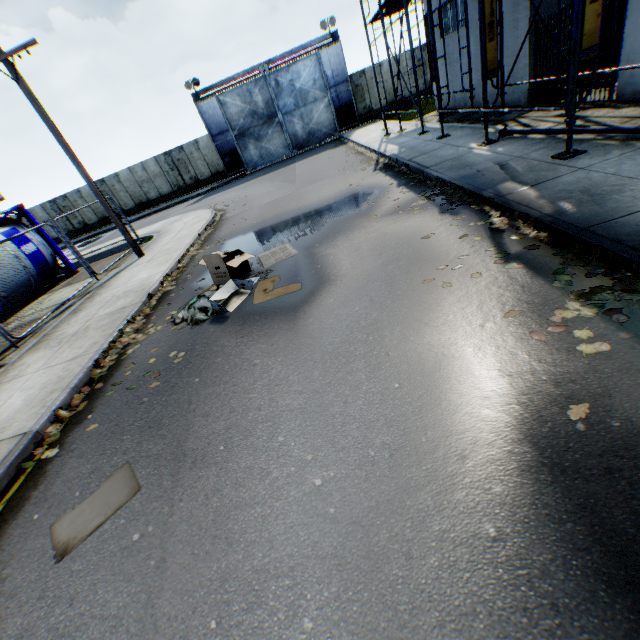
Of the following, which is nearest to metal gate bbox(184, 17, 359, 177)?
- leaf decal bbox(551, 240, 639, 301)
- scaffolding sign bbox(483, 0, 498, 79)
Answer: scaffolding sign bbox(483, 0, 498, 79)

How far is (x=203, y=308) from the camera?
6.50m

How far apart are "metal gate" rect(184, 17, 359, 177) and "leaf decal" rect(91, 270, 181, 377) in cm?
2337

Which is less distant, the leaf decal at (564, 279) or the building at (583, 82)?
the leaf decal at (564, 279)

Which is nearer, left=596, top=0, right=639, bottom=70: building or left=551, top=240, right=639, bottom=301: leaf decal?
left=551, top=240, right=639, bottom=301: leaf decal

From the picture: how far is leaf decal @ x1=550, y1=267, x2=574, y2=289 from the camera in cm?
358

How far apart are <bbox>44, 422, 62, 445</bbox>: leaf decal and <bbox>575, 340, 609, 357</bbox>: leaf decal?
6.1m

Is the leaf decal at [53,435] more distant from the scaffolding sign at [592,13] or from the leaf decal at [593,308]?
the scaffolding sign at [592,13]
